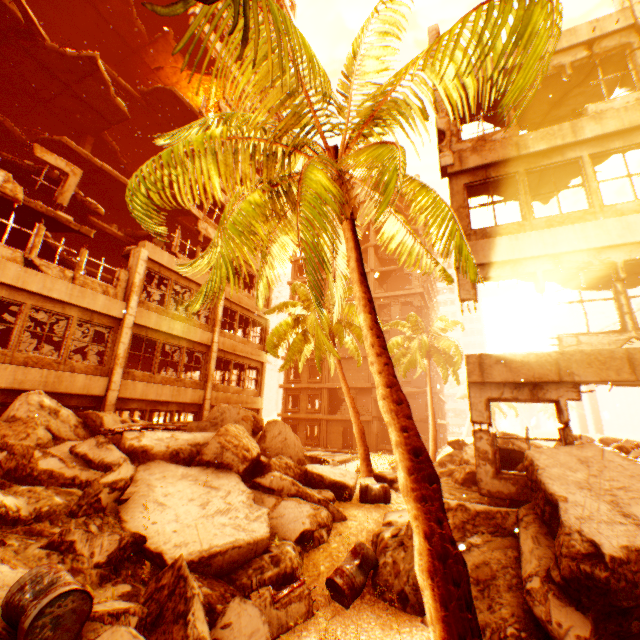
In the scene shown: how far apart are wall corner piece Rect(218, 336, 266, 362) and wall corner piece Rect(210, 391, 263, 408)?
2.2 meters

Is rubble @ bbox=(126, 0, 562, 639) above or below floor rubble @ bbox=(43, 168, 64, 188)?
below

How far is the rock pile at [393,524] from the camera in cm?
524

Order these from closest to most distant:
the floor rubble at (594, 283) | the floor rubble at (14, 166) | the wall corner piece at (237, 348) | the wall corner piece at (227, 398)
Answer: the floor rubble at (594, 283), the floor rubble at (14, 166), the wall corner piece at (227, 398), the wall corner piece at (237, 348)

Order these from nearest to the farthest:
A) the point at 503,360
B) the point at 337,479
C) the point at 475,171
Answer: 1. the point at 503,360
2. the point at 475,171
3. the point at 337,479

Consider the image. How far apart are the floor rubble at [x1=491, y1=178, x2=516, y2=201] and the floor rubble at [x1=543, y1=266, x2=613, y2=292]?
2.5 meters

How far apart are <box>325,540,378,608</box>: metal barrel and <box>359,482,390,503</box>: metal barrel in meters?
2.3 m

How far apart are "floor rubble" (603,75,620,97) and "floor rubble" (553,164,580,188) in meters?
2.7 m
